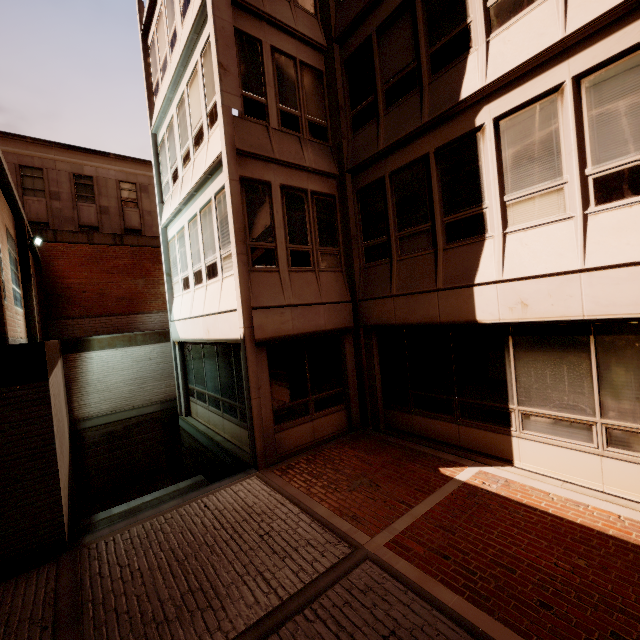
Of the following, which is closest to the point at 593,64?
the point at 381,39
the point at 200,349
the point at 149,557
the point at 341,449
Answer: the point at 381,39
